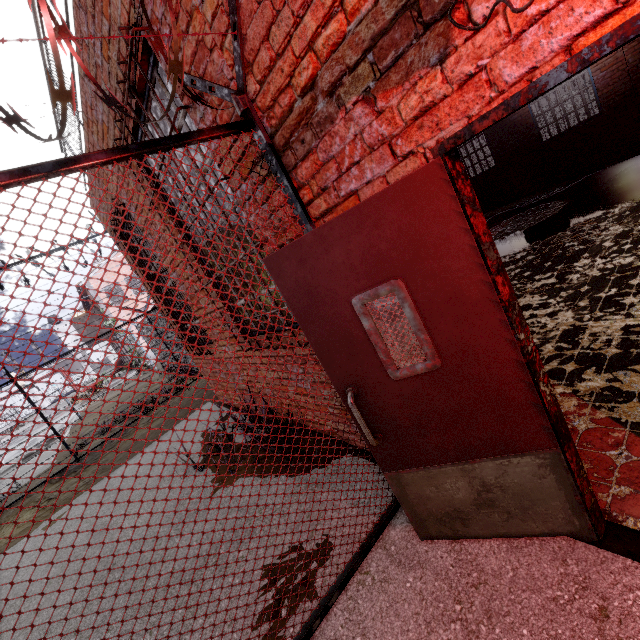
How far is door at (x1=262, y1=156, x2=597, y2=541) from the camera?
1.45m

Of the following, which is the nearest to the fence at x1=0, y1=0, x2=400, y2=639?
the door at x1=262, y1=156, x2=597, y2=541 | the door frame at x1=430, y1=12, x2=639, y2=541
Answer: the door at x1=262, y1=156, x2=597, y2=541

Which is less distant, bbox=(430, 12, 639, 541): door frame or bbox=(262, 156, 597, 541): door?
bbox=(430, 12, 639, 541): door frame

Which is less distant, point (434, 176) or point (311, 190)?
point (434, 176)

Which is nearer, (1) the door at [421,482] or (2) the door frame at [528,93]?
(2) the door frame at [528,93]

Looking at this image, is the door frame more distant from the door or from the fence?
the fence

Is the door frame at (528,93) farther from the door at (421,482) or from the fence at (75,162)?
the fence at (75,162)
